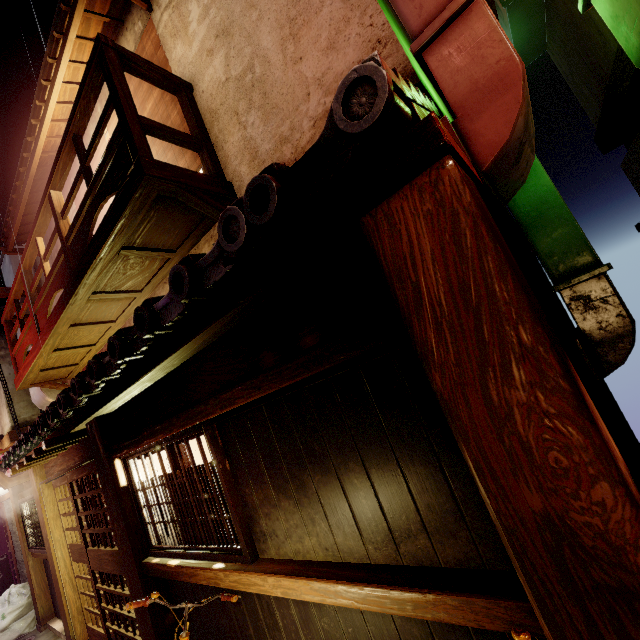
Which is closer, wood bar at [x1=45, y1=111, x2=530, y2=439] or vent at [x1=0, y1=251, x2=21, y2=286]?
wood bar at [x1=45, y1=111, x2=530, y2=439]

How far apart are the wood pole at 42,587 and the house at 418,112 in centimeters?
1910cm

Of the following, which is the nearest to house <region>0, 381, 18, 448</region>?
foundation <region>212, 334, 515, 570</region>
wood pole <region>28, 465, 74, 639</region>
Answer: wood pole <region>28, 465, 74, 639</region>

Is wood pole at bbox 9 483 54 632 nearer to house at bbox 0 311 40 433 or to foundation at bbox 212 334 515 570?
house at bbox 0 311 40 433

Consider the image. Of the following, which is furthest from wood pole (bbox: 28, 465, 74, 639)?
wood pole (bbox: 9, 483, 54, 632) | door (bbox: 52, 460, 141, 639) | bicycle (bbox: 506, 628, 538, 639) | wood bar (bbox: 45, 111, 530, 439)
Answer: bicycle (bbox: 506, 628, 538, 639)

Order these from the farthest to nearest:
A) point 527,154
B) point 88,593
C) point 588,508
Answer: point 88,593, point 527,154, point 588,508

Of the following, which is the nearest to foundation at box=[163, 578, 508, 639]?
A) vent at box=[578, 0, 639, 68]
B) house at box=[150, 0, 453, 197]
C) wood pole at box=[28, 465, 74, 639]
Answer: vent at box=[578, 0, 639, 68]

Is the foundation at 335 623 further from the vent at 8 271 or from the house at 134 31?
the vent at 8 271
